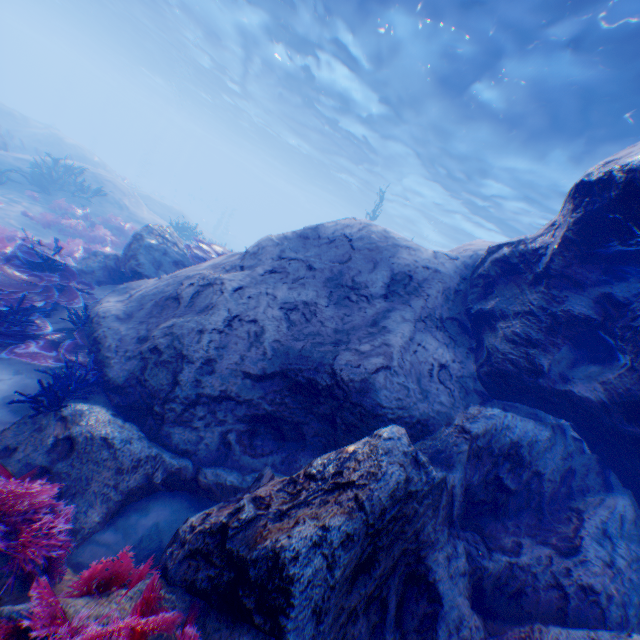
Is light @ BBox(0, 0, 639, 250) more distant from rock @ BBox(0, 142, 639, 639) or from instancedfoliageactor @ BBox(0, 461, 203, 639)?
instancedfoliageactor @ BBox(0, 461, 203, 639)

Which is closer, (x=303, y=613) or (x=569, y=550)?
(x=303, y=613)

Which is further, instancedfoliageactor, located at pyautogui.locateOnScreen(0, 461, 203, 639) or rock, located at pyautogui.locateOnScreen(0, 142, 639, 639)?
rock, located at pyautogui.locateOnScreen(0, 142, 639, 639)

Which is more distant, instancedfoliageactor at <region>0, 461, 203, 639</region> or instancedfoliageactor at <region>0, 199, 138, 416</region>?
instancedfoliageactor at <region>0, 199, 138, 416</region>

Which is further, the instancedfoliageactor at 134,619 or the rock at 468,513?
the rock at 468,513

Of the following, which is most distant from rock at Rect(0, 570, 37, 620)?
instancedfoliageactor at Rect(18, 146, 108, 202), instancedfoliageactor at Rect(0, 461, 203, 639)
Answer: instancedfoliageactor at Rect(18, 146, 108, 202)

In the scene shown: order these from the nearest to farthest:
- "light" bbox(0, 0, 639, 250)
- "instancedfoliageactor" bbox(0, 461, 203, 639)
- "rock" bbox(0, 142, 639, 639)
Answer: "instancedfoliageactor" bbox(0, 461, 203, 639), "rock" bbox(0, 142, 639, 639), "light" bbox(0, 0, 639, 250)

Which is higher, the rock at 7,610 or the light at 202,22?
the light at 202,22
